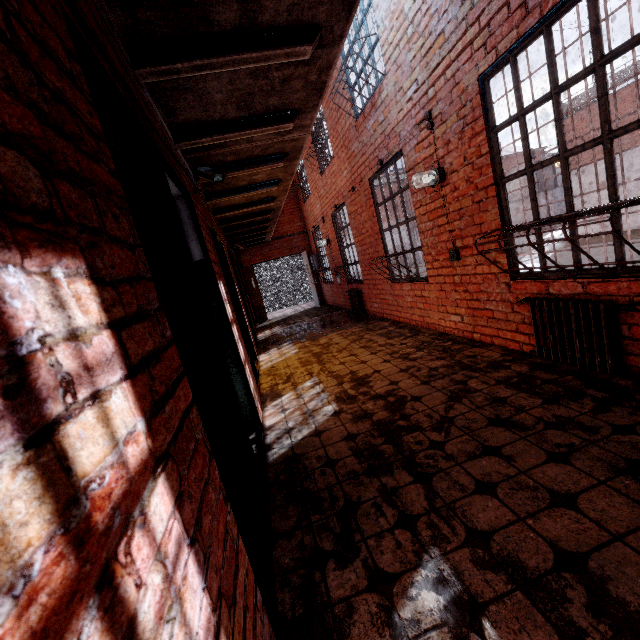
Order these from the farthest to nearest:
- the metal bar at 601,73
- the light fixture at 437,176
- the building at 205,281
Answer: the light fixture at 437,176, the building at 205,281, the metal bar at 601,73

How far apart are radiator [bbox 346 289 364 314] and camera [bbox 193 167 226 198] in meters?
5.2

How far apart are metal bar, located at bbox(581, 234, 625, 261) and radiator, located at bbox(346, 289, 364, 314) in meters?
4.8

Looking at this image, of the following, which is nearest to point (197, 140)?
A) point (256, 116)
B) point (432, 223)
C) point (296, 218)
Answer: point (256, 116)

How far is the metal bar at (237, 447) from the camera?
1.21m

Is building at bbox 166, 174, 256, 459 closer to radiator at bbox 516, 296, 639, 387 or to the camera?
the camera

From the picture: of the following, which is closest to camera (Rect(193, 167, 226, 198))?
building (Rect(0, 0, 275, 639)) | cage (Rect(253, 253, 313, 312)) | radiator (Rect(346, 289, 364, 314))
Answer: building (Rect(0, 0, 275, 639))

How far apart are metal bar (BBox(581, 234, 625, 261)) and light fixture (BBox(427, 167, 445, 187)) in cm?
70
